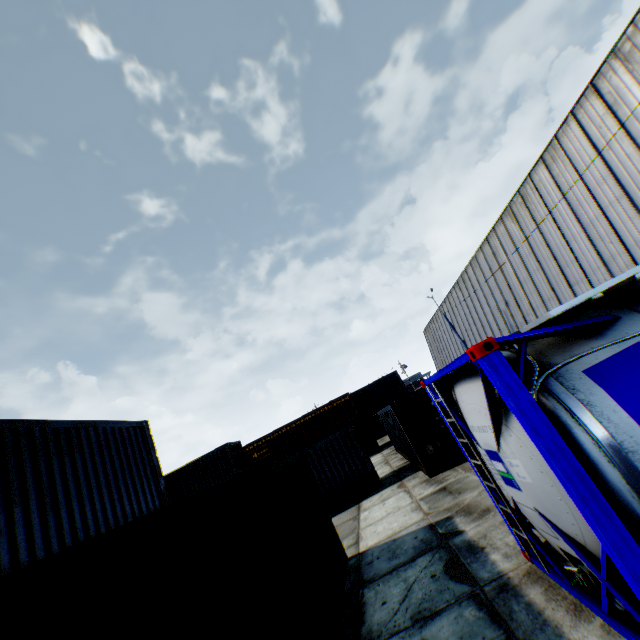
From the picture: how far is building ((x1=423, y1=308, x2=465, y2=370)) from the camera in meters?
41.0

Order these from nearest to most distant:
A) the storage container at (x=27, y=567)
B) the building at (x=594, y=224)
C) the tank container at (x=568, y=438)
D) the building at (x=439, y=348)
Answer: the storage container at (x=27, y=567)
the tank container at (x=568, y=438)
the building at (x=594, y=224)
the building at (x=439, y=348)

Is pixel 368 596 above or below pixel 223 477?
below

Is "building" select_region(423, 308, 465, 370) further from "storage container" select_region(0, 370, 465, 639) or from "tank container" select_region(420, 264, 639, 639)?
"storage container" select_region(0, 370, 465, 639)

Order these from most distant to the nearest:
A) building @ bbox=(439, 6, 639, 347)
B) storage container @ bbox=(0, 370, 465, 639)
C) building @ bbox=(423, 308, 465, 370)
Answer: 1. building @ bbox=(423, 308, 465, 370)
2. building @ bbox=(439, 6, 639, 347)
3. storage container @ bbox=(0, 370, 465, 639)

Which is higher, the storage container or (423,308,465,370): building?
(423,308,465,370): building

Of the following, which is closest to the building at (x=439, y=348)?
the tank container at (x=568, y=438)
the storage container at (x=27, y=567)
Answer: the tank container at (x=568, y=438)
